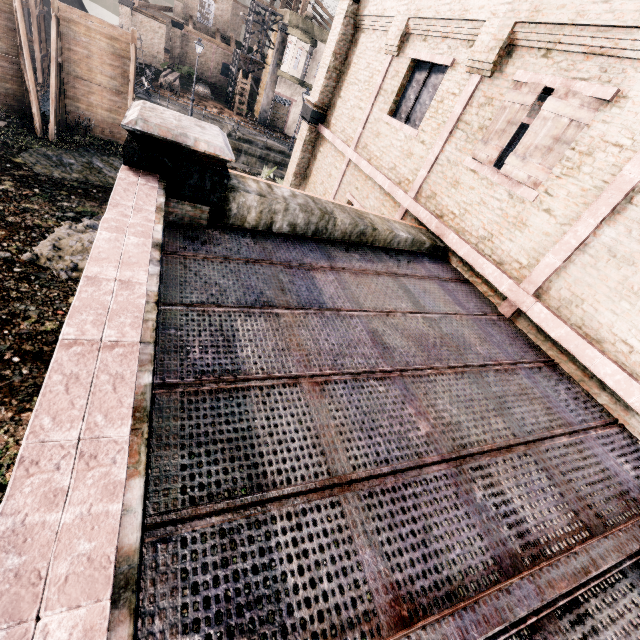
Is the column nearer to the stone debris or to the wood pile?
the wood pile

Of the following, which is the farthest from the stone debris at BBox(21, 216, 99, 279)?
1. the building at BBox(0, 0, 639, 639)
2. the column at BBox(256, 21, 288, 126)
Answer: the column at BBox(256, 21, 288, 126)

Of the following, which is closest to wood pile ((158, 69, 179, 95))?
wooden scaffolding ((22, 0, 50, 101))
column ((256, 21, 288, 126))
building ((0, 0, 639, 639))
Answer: column ((256, 21, 288, 126))

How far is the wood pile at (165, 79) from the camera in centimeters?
3256cm

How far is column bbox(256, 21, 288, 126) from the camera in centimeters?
3341cm

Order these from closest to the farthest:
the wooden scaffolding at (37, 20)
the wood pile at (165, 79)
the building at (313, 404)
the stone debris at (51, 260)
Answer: the building at (313, 404)
the stone debris at (51, 260)
the wooden scaffolding at (37, 20)
the wood pile at (165, 79)

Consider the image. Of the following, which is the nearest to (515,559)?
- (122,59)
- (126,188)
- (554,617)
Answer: (554,617)

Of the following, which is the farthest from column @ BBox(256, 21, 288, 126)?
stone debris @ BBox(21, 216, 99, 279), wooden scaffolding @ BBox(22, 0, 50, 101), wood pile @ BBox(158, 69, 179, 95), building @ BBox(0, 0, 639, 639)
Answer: stone debris @ BBox(21, 216, 99, 279)
